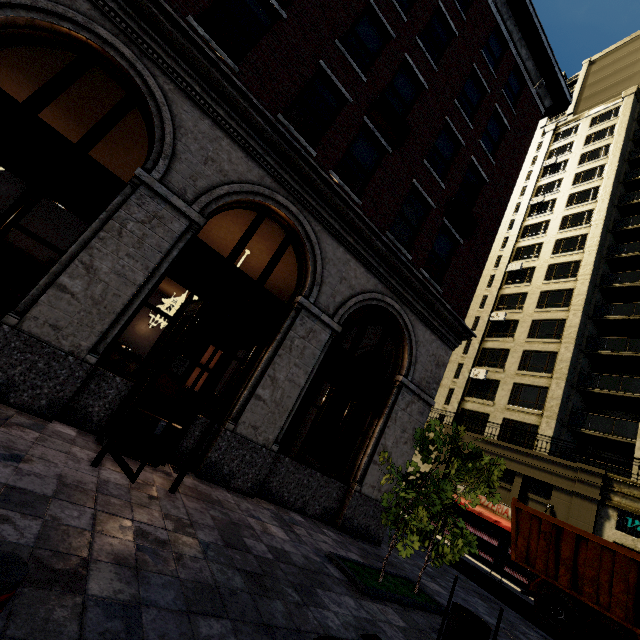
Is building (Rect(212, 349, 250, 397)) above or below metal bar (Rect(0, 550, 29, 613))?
above

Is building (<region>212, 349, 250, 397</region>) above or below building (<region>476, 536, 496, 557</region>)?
above

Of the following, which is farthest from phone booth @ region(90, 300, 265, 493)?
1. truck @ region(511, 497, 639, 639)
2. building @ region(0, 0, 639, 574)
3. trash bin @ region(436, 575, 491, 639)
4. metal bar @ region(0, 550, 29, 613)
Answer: truck @ region(511, 497, 639, 639)

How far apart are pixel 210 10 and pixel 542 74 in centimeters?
1471cm

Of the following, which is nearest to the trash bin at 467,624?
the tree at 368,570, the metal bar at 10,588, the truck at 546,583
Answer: the tree at 368,570

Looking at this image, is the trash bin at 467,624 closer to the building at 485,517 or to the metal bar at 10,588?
the metal bar at 10,588

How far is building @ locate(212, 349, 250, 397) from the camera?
19.6m
